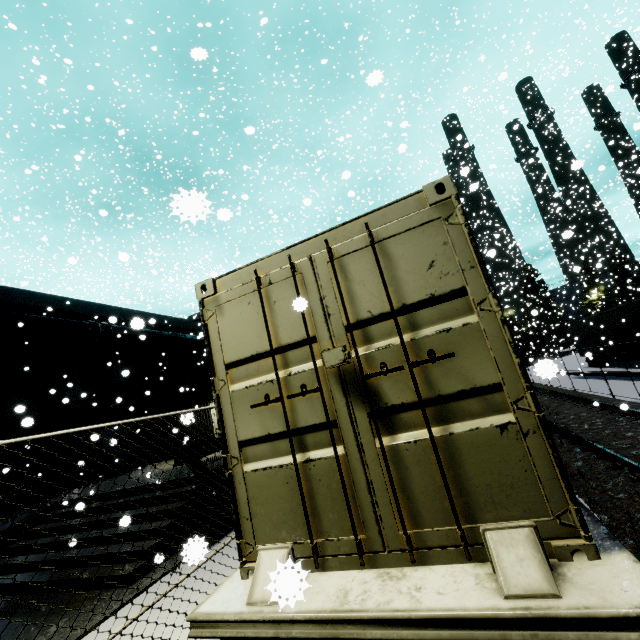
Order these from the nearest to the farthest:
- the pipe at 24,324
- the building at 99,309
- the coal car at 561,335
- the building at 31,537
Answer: the building at 31,537 < the pipe at 24,324 < the building at 99,309 < the coal car at 561,335

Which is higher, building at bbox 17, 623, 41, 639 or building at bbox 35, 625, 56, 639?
building at bbox 17, 623, 41, 639

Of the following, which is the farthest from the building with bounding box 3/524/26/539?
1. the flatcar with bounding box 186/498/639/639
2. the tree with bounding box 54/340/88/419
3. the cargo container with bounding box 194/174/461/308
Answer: the flatcar with bounding box 186/498/639/639

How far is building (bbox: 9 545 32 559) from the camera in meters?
9.2

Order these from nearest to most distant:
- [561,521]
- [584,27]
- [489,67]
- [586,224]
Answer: [561,521], [584,27], [586,224], [489,67]

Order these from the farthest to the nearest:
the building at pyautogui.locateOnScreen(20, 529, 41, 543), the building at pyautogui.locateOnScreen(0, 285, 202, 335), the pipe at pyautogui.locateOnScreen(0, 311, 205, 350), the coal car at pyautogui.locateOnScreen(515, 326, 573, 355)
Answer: the coal car at pyautogui.locateOnScreen(515, 326, 573, 355), the building at pyautogui.locateOnScreen(0, 285, 202, 335), the pipe at pyautogui.locateOnScreen(0, 311, 205, 350), the building at pyautogui.locateOnScreen(20, 529, 41, 543)

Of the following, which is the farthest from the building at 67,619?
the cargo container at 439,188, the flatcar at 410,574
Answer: the flatcar at 410,574
